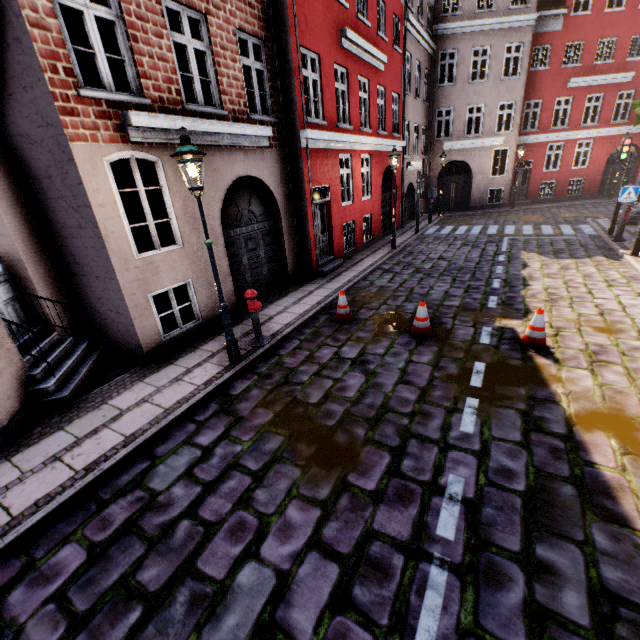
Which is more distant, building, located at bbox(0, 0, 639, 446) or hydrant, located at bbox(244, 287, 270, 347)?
hydrant, located at bbox(244, 287, 270, 347)

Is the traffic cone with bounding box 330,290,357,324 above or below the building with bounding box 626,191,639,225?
below

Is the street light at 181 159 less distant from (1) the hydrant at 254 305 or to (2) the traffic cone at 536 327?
(1) the hydrant at 254 305

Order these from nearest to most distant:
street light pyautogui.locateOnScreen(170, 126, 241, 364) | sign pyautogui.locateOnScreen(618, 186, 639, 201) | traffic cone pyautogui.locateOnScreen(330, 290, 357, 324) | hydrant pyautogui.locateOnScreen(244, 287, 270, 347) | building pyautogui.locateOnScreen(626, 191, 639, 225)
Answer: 1. street light pyautogui.locateOnScreen(170, 126, 241, 364)
2. hydrant pyautogui.locateOnScreen(244, 287, 270, 347)
3. traffic cone pyautogui.locateOnScreen(330, 290, 357, 324)
4. sign pyautogui.locateOnScreen(618, 186, 639, 201)
5. building pyautogui.locateOnScreen(626, 191, 639, 225)

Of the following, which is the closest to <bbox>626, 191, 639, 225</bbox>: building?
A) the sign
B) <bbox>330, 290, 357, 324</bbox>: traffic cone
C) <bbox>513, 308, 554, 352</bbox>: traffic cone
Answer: the sign

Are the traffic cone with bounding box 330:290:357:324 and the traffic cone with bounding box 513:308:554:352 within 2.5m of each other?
no

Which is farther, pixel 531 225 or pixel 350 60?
pixel 531 225

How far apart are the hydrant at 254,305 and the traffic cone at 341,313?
1.68m
